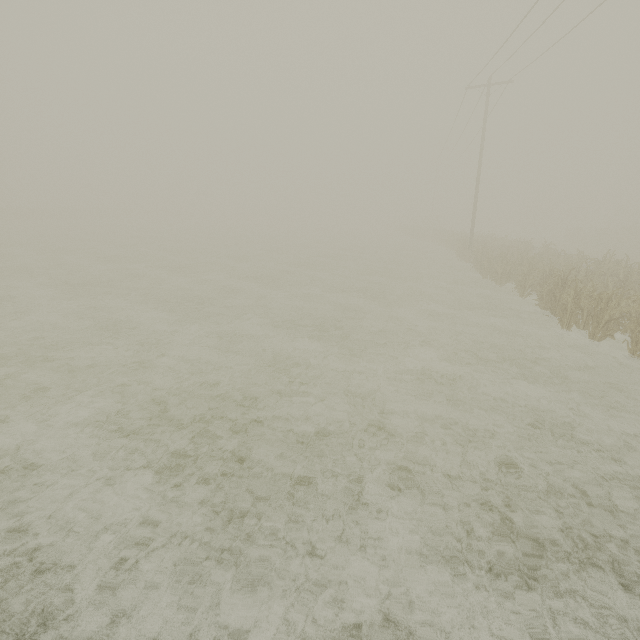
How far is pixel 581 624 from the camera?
3.1m
